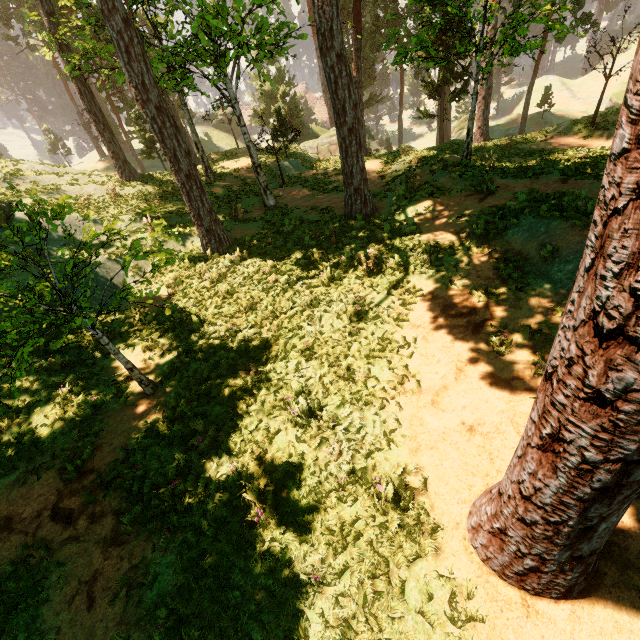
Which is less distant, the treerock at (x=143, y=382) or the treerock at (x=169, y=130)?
the treerock at (x=143, y=382)

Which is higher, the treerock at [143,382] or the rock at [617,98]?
the treerock at [143,382]

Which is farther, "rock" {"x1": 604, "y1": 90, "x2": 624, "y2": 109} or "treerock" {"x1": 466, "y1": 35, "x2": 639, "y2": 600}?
"rock" {"x1": 604, "y1": 90, "x2": 624, "y2": 109}

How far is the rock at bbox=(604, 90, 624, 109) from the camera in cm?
2815

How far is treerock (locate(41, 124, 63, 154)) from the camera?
50.44m

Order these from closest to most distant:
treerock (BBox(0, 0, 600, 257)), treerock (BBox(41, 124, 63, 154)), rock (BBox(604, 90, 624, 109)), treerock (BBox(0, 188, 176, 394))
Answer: treerock (BBox(0, 188, 176, 394)) → treerock (BBox(0, 0, 600, 257)) → rock (BBox(604, 90, 624, 109)) → treerock (BBox(41, 124, 63, 154))

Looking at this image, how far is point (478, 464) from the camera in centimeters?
525cm
